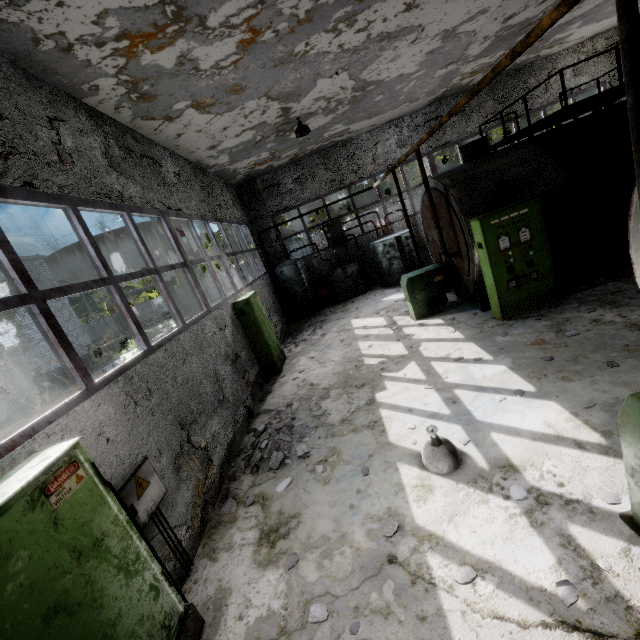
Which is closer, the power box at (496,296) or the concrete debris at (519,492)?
the concrete debris at (519,492)

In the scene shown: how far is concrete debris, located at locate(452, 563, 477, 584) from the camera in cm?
292

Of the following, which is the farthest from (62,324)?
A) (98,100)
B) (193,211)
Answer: (98,100)

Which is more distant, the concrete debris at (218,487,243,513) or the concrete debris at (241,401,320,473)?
the concrete debris at (241,401,320,473)

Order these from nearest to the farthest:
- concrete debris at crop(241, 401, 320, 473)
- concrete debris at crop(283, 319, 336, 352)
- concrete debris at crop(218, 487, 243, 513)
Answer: concrete debris at crop(218, 487, 243, 513)
concrete debris at crop(241, 401, 320, 473)
concrete debris at crop(283, 319, 336, 352)

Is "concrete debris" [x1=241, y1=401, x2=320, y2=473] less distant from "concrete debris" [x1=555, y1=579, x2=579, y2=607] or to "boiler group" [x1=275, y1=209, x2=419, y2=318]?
"concrete debris" [x1=555, y1=579, x2=579, y2=607]

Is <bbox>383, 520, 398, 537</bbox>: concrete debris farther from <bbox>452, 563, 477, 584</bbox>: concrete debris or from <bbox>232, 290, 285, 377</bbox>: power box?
<bbox>232, 290, 285, 377</bbox>: power box

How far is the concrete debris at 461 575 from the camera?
2.92m
